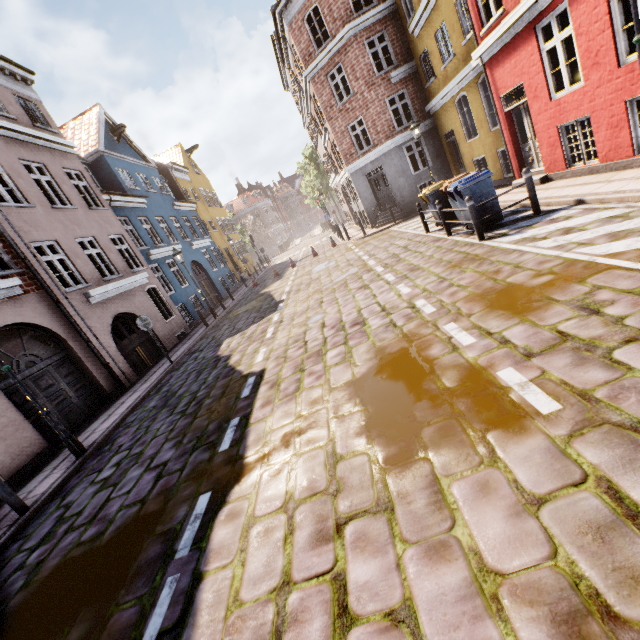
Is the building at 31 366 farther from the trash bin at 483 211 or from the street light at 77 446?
the street light at 77 446

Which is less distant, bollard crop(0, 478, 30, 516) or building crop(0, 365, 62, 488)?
bollard crop(0, 478, 30, 516)

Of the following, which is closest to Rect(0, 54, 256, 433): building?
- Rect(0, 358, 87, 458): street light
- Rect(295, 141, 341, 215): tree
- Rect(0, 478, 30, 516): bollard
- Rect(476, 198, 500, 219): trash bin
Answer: Rect(295, 141, 341, 215): tree

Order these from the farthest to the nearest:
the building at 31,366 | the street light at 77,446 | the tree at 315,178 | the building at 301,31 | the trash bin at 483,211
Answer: the tree at 315,178
the building at 31,366
the trash bin at 483,211
the building at 301,31
the street light at 77,446

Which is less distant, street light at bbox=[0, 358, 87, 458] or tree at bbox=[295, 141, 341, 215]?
street light at bbox=[0, 358, 87, 458]

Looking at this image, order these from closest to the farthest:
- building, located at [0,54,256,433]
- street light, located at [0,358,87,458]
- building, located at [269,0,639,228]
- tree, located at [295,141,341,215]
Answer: street light, located at [0,358,87,458] < building, located at [269,0,639,228] < building, located at [0,54,256,433] < tree, located at [295,141,341,215]

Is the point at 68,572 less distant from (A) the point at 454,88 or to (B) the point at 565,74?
(B) the point at 565,74
